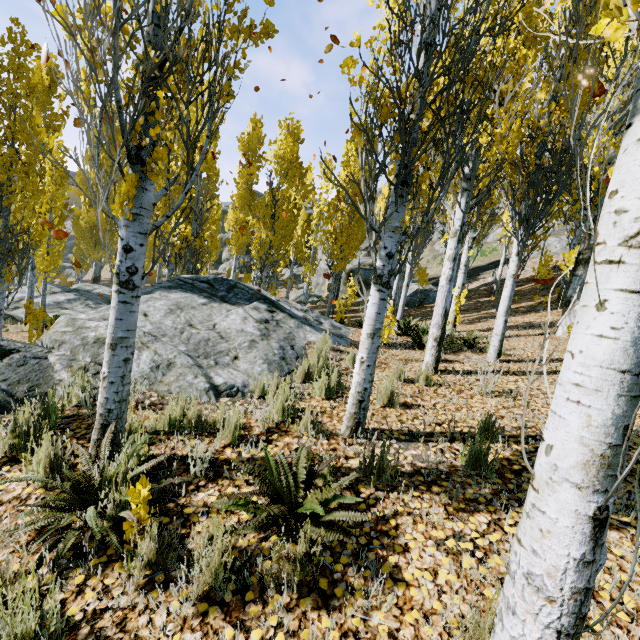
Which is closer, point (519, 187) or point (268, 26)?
point (268, 26)

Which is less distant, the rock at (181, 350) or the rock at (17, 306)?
the rock at (181, 350)

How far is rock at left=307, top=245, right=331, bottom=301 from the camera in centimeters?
2806cm

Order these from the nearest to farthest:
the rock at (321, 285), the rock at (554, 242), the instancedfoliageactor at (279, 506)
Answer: the instancedfoliageactor at (279, 506)
the rock at (554, 242)
the rock at (321, 285)

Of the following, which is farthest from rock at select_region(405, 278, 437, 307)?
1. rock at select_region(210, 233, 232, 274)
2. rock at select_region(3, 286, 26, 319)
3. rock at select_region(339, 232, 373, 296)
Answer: rock at select_region(210, 233, 232, 274)

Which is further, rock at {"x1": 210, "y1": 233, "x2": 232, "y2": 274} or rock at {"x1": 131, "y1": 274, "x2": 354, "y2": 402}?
rock at {"x1": 210, "y1": 233, "x2": 232, "y2": 274}

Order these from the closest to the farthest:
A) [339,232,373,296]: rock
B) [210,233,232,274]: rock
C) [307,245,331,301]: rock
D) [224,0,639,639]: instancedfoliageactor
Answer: [224,0,639,639]: instancedfoliageactor, [339,232,373,296]: rock, [307,245,331,301]: rock, [210,233,232,274]: rock

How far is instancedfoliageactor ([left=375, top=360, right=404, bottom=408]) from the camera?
4.1m
